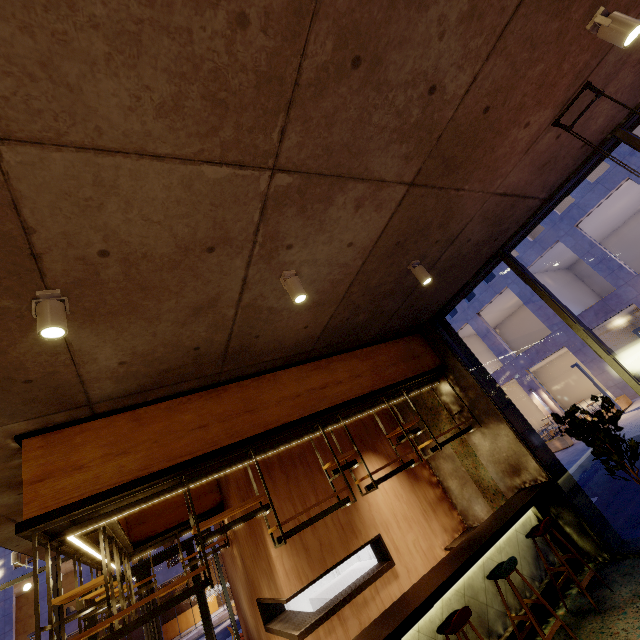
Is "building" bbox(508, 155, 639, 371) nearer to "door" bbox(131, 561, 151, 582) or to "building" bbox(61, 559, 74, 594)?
"building" bbox(61, 559, 74, 594)

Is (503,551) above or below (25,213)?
below

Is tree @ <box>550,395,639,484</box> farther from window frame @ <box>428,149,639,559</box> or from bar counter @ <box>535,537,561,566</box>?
bar counter @ <box>535,537,561,566</box>

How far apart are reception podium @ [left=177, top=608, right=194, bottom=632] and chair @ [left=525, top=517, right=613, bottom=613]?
31.06m

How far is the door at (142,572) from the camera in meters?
9.4

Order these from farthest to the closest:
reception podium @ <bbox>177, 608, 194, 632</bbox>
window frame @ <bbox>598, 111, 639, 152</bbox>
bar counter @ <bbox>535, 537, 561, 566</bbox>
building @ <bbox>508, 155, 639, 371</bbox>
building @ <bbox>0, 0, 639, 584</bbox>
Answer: reception podium @ <bbox>177, 608, 194, 632</bbox> < building @ <bbox>508, 155, 639, 371</bbox> < bar counter @ <bbox>535, 537, 561, 566</bbox> < window frame @ <bbox>598, 111, 639, 152</bbox> < building @ <bbox>0, 0, 639, 584</bbox>

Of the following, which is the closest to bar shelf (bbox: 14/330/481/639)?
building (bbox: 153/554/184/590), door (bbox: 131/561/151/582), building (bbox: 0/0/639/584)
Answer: building (bbox: 0/0/639/584)

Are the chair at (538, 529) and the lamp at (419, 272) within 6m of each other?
yes
